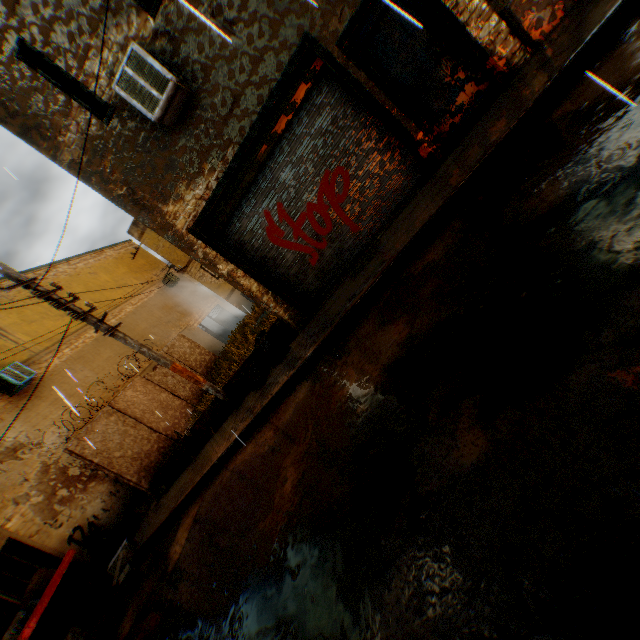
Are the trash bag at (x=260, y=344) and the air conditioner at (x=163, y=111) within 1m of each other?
no

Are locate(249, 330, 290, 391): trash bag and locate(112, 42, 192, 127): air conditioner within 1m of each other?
no

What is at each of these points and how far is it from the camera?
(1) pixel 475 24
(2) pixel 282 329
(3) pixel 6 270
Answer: (1) building, 5.5m
(2) concrete block, 7.9m
(3) electric pole, 7.2m

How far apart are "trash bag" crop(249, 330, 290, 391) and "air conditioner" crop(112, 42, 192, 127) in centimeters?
223cm

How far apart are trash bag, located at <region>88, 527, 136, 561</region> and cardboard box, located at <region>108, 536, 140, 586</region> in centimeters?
25cm

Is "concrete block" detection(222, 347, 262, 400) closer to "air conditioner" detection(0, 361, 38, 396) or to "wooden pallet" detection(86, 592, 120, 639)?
"wooden pallet" detection(86, 592, 120, 639)

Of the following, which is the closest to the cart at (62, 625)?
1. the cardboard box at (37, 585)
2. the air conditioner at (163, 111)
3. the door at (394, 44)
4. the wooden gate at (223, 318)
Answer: the cardboard box at (37, 585)

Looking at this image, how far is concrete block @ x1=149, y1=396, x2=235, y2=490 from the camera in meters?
9.2 m
